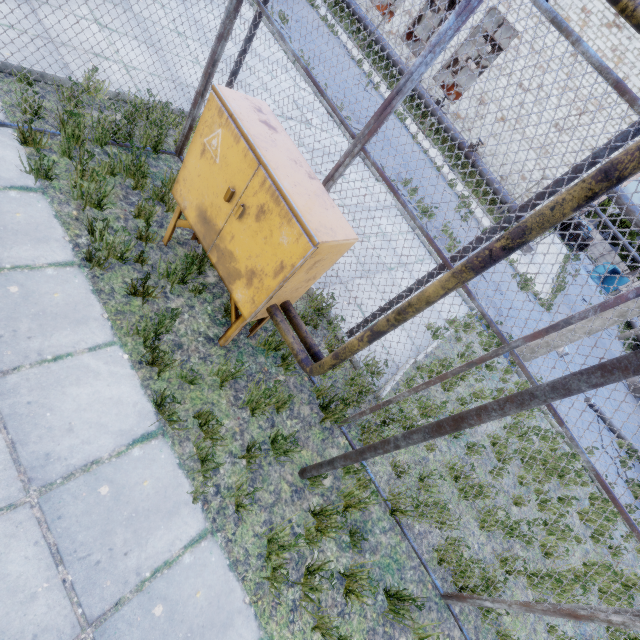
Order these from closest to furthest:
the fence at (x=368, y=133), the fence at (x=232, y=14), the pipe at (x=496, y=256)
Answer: the pipe at (x=496, y=256) → the fence at (x=368, y=133) → the fence at (x=232, y=14)

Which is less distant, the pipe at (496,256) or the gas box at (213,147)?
the pipe at (496,256)

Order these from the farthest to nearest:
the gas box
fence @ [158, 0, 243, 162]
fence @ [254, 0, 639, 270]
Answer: fence @ [158, 0, 243, 162]
the gas box
fence @ [254, 0, 639, 270]

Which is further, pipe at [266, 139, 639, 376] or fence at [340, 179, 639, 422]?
fence at [340, 179, 639, 422]

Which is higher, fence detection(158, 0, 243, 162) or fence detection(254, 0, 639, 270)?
fence detection(254, 0, 639, 270)

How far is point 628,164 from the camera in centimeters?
150cm

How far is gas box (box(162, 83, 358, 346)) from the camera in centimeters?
272cm
